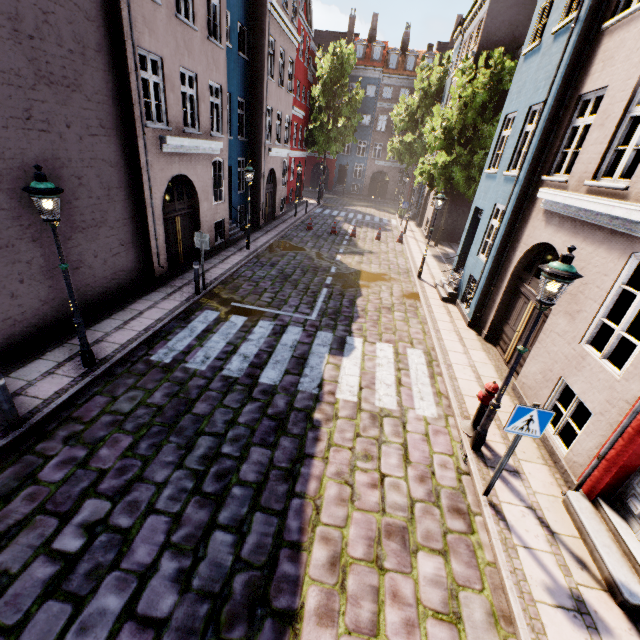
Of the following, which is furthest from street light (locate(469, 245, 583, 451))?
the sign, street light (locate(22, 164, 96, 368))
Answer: street light (locate(22, 164, 96, 368))

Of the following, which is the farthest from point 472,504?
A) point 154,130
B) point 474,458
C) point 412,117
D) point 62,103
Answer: point 412,117

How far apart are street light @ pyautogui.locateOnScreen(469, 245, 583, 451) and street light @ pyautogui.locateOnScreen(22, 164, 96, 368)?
7.5 meters

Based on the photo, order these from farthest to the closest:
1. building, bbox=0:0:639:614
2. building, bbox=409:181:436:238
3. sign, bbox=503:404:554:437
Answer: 1. building, bbox=409:181:436:238
2. building, bbox=0:0:639:614
3. sign, bbox=503:404:554:437

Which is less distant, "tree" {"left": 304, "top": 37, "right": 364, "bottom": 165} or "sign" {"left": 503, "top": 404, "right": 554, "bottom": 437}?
"sign" {"left": 503, "top": 404, "right": 554, "bottom": 437}

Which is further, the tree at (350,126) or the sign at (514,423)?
the tree at (350,126)

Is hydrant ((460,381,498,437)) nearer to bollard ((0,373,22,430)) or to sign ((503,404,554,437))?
sign ((503,404,554,437))

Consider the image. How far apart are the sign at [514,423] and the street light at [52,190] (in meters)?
7.68
